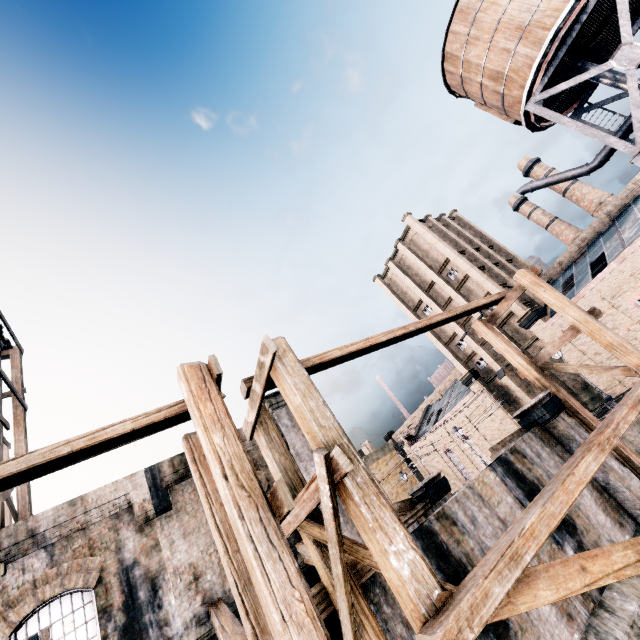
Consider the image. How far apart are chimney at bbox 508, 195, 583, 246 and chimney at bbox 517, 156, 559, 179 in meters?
2.6 m

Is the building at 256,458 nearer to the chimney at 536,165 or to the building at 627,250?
the building at 627,250

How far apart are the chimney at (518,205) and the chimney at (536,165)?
2.62m

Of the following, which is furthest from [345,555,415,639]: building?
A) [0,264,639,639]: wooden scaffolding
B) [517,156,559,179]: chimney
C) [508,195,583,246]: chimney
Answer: [508,195,583,246]: chimney

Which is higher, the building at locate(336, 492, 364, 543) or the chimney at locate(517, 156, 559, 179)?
the chimney at locate(517, 156, 559, 179)

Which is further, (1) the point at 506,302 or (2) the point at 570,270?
(2) the point at 570,270

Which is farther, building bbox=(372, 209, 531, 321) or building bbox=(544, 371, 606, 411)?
building bbox=(372, 209, 531, 321)
